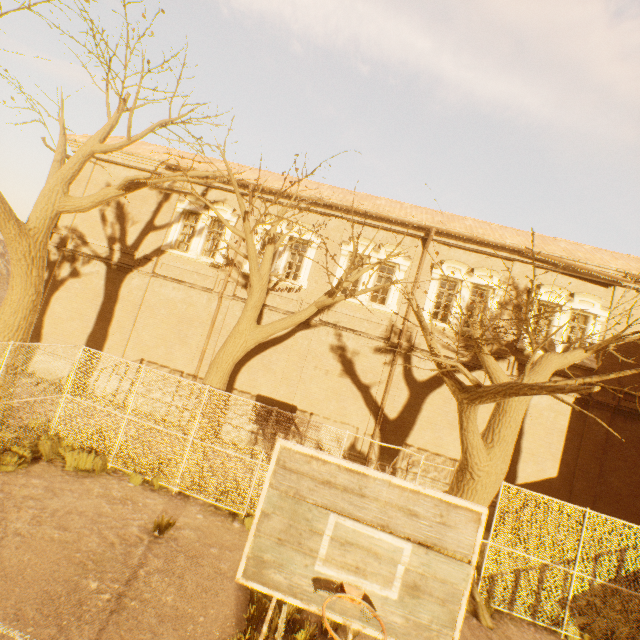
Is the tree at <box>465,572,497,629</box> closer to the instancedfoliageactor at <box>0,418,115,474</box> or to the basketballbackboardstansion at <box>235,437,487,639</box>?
the instancedfoliageactor at <box>0,418,115,474</box>

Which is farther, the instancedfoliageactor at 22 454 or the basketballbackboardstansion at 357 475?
the instancedfoliageactor at 22 454

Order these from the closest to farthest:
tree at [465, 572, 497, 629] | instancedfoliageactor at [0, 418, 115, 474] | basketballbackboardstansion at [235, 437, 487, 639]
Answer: basketballbackboardstansion at [235, 437, 487, 639] → tree at [465, 572, 497, 629] → instancedfoliageactor at [0, 418, 115, 474]

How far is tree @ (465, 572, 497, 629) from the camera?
7.2m

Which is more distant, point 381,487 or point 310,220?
point 310,220

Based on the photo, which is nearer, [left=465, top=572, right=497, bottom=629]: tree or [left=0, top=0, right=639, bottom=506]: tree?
[left=0, top=0, right=639, bottom=506]: tree

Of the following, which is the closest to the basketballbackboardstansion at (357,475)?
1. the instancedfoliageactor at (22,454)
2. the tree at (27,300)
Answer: the tree at (27,300)
